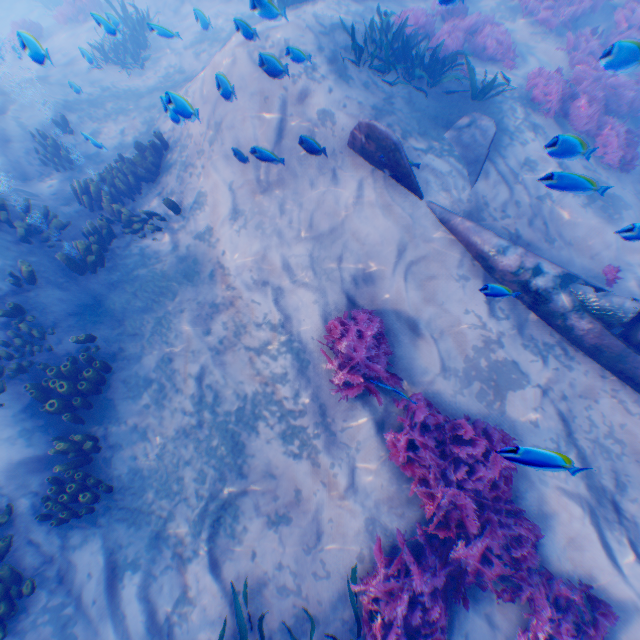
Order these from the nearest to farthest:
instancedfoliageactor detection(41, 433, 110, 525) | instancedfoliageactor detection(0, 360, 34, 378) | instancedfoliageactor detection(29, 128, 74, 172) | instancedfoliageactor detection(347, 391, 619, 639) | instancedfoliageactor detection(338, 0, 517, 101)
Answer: instancedfoliageactor detection(347, 391, 619, 639)
instancedfoliageactor detection(41, 433, 110, 525)
instancedfoliageactor detection(0, 360, 34, 378)
instancedfoliageactor detection(338, 0, 517, 101)
instancedfoliageactor detection(29, 128, 74, 172)

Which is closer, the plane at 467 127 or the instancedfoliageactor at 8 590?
the instancedfoliageactor at 8 590

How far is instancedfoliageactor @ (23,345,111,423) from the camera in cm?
557

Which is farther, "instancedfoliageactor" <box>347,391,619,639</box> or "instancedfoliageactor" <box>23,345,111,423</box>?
"instancedfoliageactor" <box>23,345,111,423</box>

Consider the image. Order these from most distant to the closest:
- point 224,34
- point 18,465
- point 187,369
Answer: point 224,34 → point 187,369 → point 18,465

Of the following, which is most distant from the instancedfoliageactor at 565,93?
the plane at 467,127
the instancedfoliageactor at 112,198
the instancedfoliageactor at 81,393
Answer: the instancedfoliageactor at 81,393

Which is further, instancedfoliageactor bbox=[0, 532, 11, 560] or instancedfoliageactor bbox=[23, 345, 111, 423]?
instancedfoliageactor bbox=[23, 345, 111, 423]

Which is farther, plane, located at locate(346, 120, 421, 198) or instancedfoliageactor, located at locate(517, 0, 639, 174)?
instancedfoliageactor, located at locate(517, 0, 639, 174)
